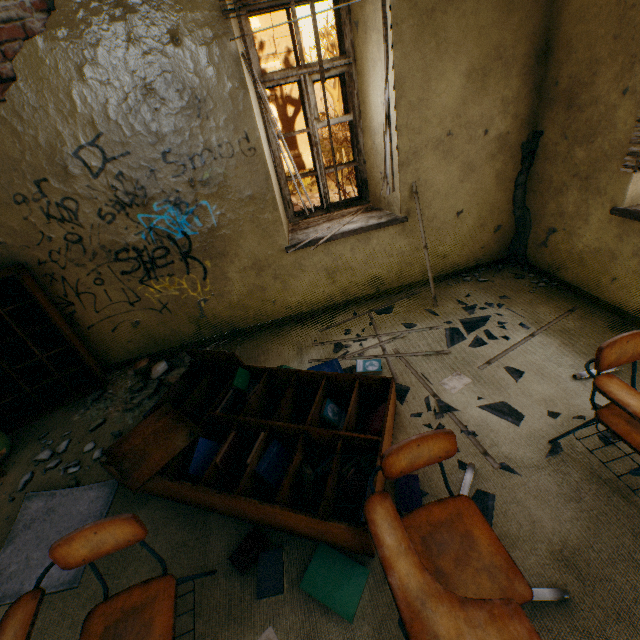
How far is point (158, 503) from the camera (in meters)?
2.13

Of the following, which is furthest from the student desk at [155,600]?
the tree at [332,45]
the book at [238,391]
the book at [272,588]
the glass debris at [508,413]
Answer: the tree at [332,45]

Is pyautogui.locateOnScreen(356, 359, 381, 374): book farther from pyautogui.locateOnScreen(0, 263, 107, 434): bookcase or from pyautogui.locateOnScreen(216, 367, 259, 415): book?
pyautogui.locateOnScreen(0, 263, 107, 434): bookcase

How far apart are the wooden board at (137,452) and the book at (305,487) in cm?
6

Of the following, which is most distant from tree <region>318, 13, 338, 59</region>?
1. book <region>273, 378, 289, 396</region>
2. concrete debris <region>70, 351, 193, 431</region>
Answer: book <region>273, 378, 289, 396</region>

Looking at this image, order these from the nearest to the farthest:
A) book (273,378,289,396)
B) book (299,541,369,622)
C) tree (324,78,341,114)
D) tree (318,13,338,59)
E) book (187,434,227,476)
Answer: book (299,541,369,622), book (187,434,227,476), book (273,378,289,396), tree (318,13,338,59), tree (324,78,341,114)

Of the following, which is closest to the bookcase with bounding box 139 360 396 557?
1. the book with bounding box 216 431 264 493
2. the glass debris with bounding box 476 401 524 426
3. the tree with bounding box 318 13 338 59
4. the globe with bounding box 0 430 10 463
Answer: the book with bounding box 216 431 264 493

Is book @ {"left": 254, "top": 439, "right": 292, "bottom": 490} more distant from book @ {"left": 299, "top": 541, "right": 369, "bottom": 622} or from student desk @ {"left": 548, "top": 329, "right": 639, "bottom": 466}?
student desk @ {"left": 548, "top": 329, "right": 639, "bottom": 466}
